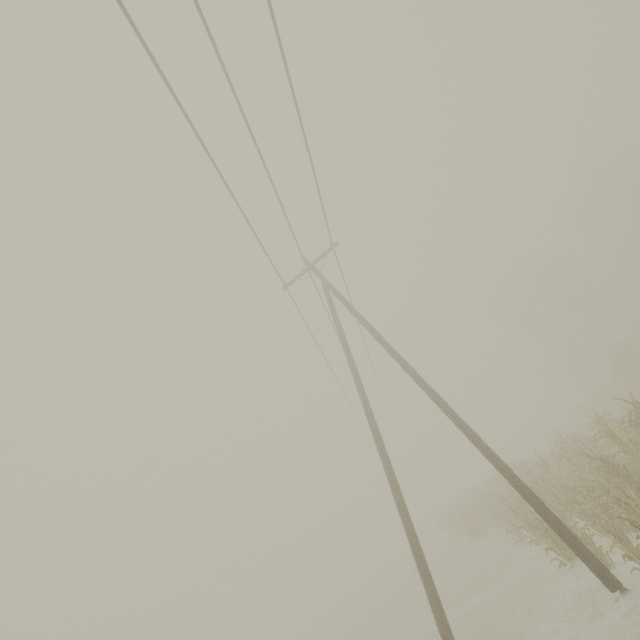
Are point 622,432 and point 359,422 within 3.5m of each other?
no

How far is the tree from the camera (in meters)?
Result: 9.08

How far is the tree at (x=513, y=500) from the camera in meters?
9.1 m
